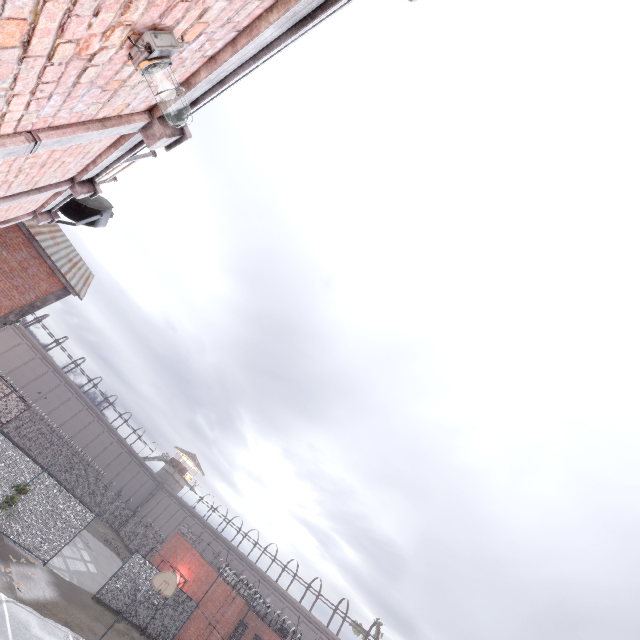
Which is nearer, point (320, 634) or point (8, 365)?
point (320, 634)

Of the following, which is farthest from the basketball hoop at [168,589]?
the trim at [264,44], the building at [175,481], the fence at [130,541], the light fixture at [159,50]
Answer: the building at [175,481]

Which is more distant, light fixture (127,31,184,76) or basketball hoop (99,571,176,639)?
basketball hoop (99,571,176,639)

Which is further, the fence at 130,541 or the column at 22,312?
the fence at 130,541

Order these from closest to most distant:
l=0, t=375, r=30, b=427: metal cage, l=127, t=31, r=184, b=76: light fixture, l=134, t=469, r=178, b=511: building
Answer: l=127, t=31, r=184, b=76: light fixture, l=0, t=375, r=30, b=427: metal cage, l=134, t=469, r=178, b=511: building

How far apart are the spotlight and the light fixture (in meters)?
7.14

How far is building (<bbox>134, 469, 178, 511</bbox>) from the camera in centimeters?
5592cm

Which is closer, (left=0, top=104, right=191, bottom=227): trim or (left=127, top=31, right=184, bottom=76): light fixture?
(left=127, top=31, right=184, bottom=76): light fixture
